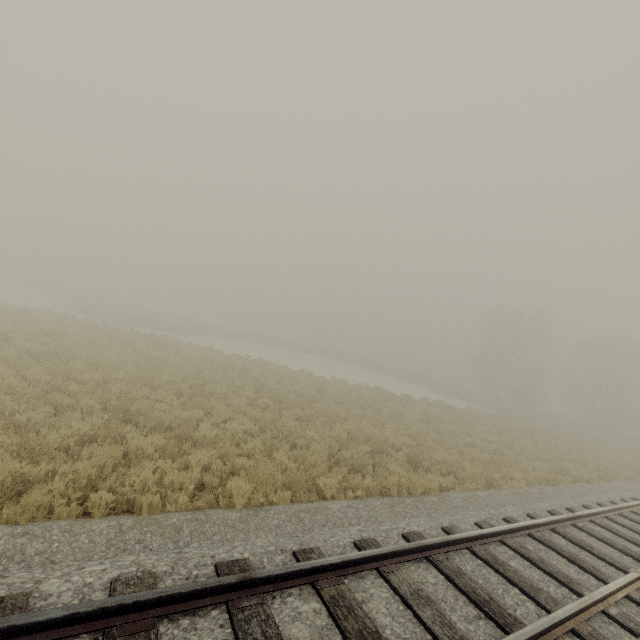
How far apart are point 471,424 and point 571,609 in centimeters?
1749cm
